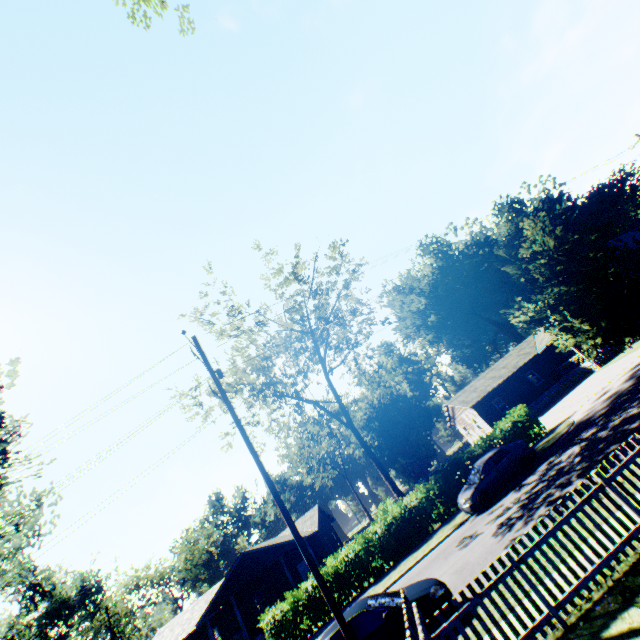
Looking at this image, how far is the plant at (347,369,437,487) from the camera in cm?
5656

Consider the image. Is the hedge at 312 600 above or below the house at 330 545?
below

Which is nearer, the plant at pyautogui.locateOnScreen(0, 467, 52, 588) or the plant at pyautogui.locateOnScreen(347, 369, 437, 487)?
the plant at pyautogui.locateOnScreen(0, 467, 52, 588)

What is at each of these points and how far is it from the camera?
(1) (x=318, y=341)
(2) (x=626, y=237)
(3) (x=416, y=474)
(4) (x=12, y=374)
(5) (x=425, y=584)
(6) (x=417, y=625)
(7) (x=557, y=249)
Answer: (1) tree, 25.0m
(2) house, 50.7m
(3) plant, 58.5m
(4) plant, 11.6m
(5) car, 9.0m
(6) fence, 5.1m
(7) plant, 10.2m

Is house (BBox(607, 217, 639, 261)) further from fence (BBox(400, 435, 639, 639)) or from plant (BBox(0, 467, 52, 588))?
fence (BBox(400, 435, 639, 639))

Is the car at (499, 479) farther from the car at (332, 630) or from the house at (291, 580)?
the house at (291, 580)

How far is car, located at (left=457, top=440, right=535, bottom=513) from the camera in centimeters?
1606cm

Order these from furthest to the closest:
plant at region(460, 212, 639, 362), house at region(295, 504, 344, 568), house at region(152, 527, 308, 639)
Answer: house at region(295, 504, 344, 568) < house at region(152, 527, 308, 639) < plant at region(460, 212, 639, 362)
